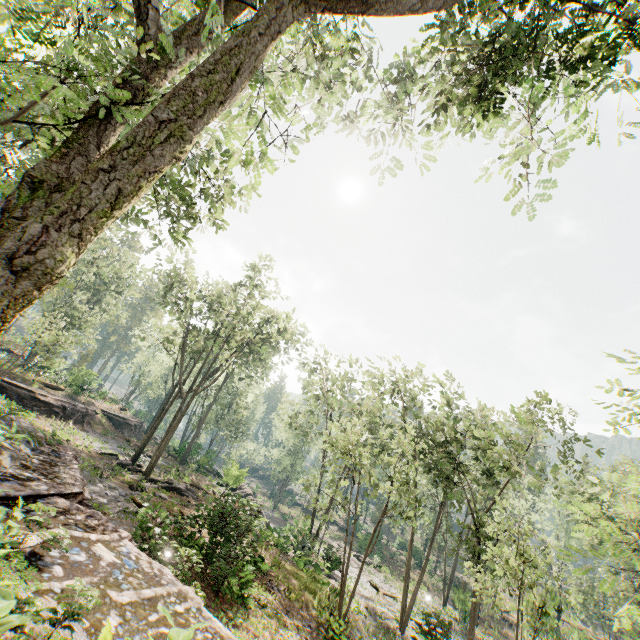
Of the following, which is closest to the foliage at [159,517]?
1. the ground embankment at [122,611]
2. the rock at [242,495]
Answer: the rock at [242,495]

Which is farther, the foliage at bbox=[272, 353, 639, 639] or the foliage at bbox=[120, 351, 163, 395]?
the foliage at bbox=[120, 351, 163, 395]

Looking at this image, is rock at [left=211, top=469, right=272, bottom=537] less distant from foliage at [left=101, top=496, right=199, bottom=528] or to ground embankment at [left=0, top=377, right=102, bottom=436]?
foliage at [left=101, top=496, right=199, bottom=528]

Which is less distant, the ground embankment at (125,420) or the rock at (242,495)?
the rock at (242,495)

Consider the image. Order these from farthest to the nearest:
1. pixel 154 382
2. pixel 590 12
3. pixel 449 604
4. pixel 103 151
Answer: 1. pixel 154 382
2. pixel 449 604
3. pixel 590 12
4. pixel 103 151

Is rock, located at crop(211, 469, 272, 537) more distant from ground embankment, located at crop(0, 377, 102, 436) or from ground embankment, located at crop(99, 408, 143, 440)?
ground embankment, located at crop(99, 408, 143, 440)

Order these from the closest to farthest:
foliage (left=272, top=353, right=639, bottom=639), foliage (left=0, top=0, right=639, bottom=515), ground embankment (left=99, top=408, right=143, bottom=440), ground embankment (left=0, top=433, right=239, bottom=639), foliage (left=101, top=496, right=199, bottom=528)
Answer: foliage (left=0, top=0, right=639, bottom=515)
ground embankment (left=0, top=433, right=239, bottom=639)
foliage (left=272, top=353, right=639, bottom=639)
foliage (left=101, top=496, right=199, bottom=528)
ground embankment (left=99, top=408, right=143, bottom=440)

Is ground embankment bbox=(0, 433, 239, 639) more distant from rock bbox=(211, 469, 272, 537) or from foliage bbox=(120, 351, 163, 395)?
→ foliage bbox=(120, 351, 163, 395)
